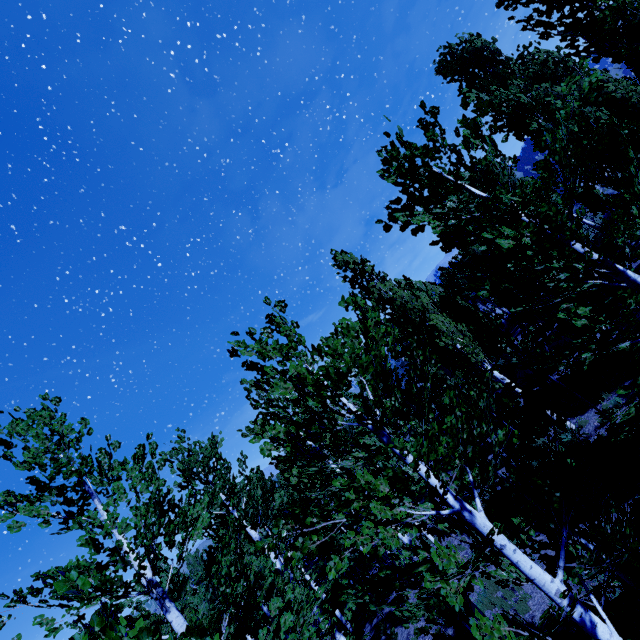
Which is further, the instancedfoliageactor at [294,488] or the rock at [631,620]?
the rock at [631,620]

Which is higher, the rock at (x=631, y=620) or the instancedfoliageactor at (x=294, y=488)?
the instancedfoliageactor at (x=294, y=488)

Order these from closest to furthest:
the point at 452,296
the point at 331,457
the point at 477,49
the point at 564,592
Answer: the point at 564,592 < the point at 331,457 < the point at 477,49 < the point at 452,296

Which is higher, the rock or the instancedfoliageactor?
the instancedfoliageactor

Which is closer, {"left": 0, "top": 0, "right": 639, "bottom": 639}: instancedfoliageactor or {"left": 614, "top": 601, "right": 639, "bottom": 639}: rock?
{"left": 0, "top": 0, "right": 639, "bottom": 639}: instancedfoliageactor
